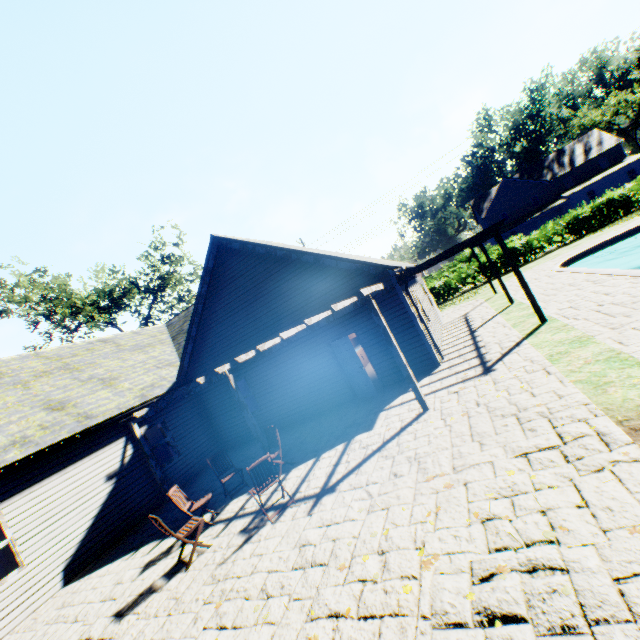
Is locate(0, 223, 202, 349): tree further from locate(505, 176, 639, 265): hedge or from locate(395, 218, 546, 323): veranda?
locate(395, 218, 546, 323): veranda

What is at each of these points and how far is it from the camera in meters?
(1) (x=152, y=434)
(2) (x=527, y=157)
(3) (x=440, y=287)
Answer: (1) curtain, 12.2 m
(2) plant, 59.6 m
(3) hedge, 27.1 m

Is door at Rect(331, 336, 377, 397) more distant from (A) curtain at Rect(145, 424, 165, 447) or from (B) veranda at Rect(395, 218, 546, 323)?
(A) curtain at Rect(145, 424, 165, 447)

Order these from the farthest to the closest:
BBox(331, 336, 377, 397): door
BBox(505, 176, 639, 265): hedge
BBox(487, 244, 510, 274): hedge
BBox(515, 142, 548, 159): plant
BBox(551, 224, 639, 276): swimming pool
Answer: BBox(515, 142, 548, 159): plant < BBox(487, 244, 510, 274): hedge < BBox(505, 176, 639, 265): hedge < BBox(551, 224, 639, 276): swimming pool < BBox(331, 336, 377, 397): door

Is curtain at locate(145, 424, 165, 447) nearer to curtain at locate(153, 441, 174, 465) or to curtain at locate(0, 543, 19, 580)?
curtain at locate(153, 441, 174, 465)

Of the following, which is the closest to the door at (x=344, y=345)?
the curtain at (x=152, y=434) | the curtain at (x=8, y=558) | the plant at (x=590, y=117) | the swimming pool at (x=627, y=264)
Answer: the curtain at (x=152, y=434)

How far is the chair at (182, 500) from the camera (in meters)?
6.08

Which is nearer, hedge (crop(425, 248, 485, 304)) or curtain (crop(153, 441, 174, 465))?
curtain (crop(153, 441, 174, 465))
